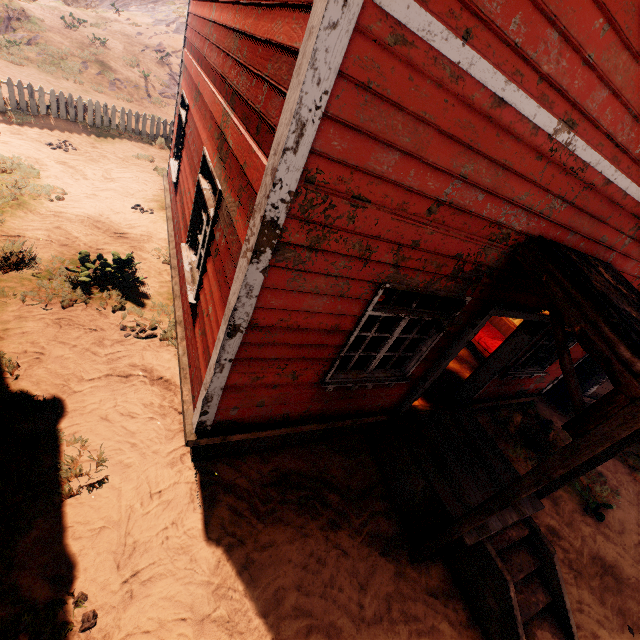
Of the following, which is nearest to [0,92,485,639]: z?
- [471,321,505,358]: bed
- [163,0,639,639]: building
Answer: [163,0,639,639]: building

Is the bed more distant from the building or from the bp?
the bp

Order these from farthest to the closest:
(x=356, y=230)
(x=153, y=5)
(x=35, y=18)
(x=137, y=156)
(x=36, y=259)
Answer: (x=153, y=5)
(x=35, y=18)
(x=137, y=156)
(x=36, y=259)
(x=356, y=230)

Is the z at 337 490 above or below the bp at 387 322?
below

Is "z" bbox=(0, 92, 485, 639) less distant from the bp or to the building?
the building

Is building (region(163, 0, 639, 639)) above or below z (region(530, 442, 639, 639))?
above

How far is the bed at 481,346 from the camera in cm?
745

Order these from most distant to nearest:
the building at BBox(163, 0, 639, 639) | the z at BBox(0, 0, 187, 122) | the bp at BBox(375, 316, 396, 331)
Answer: A:
the z at BBox(0, 0, 187, 122)
the bp at BBox(375, 316, 396, 331)
the building at BBox(163, 0, 639, 639)
